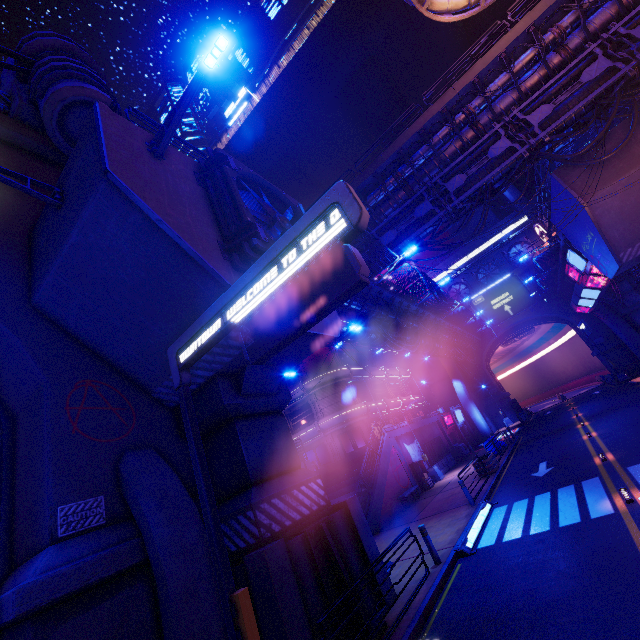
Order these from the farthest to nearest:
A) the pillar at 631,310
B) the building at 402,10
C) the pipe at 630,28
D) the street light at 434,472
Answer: the building at 402,10 → the pillar at 631,310 → the street light at 434,472 → the pipe at 630,28

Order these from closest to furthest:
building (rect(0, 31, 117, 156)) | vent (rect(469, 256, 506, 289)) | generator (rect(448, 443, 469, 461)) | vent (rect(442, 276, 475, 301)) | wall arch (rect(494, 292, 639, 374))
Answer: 1. building (rect(0, 31, 117, 156))
2. generator (rect(448, 443, 469, 461))
3. wall arch (rect(494, 292, 639, 374))
4. vent (rect(469, 256, 506, 289))
5. vent (rect(442, 276, 475, 301))

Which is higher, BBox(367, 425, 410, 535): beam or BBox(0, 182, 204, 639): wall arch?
BBox(0, 182, 204, 639): wall arch

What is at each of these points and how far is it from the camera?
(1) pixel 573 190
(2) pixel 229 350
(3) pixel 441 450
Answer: (1) walkway, 18.5m
(2) walkway, 8.8m
(3) fence, 30.1m

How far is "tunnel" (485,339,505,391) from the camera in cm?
4979

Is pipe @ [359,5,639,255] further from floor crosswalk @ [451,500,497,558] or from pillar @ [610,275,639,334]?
floor crosswalk @ [451,500,497,558]

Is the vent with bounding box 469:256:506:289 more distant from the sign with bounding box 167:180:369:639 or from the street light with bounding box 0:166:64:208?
the street light with bounding box 0:166:64:208

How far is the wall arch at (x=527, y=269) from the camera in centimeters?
4641cm
